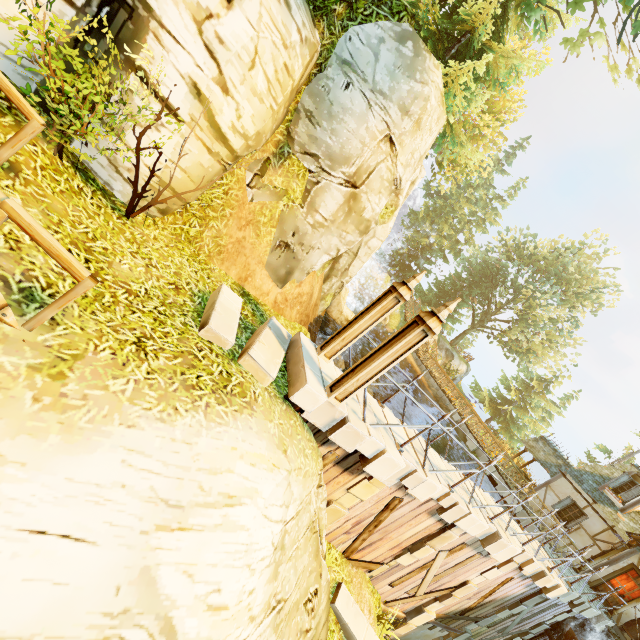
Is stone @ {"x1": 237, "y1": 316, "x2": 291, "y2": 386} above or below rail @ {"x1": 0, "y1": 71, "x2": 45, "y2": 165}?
below

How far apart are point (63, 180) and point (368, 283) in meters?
33.1

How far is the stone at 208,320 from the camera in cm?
497

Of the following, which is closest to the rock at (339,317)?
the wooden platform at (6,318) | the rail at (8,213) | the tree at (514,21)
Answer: the tree at (514,21)

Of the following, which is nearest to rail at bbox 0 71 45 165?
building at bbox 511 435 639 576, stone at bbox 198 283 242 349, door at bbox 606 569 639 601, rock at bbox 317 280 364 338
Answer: stone at bbox 198 283 242 349

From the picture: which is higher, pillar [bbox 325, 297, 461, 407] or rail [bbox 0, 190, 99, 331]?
pillar [bbox 325, 297, 461, 407]

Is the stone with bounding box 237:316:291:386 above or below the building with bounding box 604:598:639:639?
below

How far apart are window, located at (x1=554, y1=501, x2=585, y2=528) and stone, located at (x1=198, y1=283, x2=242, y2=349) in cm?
2127
